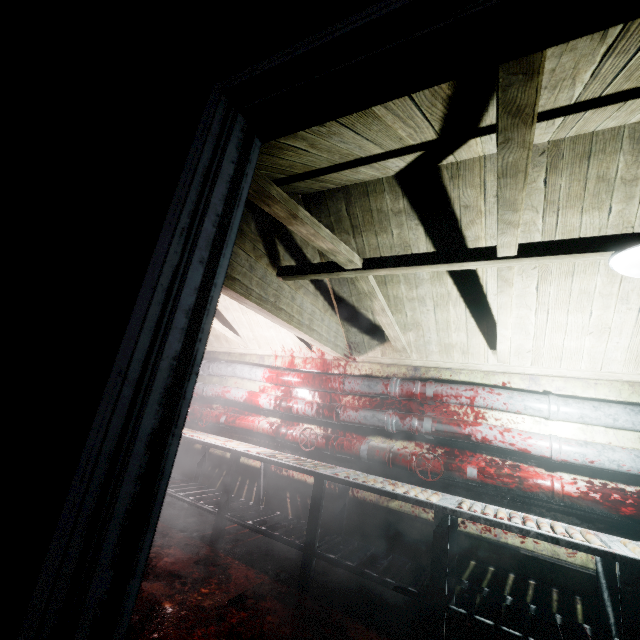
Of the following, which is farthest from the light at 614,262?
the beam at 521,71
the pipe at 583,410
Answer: the pipe at 583,410

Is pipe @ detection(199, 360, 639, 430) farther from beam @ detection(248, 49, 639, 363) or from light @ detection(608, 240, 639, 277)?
light @ detection(608, 240, 639, 277)

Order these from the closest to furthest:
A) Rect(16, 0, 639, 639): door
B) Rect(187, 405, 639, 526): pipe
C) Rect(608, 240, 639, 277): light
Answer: Rect(16, 0, 639, 639): door, Rect(608, 240, 639, 277): light, Rect(187, 405, 639, 526): pipe

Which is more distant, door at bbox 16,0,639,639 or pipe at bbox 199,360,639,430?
pipe at bbox 199,360,639,430

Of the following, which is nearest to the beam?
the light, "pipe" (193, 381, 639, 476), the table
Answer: the light

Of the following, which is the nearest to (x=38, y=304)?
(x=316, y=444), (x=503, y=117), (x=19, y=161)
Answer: (x=19, y=161)

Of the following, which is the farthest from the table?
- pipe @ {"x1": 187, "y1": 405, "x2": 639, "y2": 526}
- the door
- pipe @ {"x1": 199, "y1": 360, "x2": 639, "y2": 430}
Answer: the door

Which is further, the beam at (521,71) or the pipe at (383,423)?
the pipe at (383,423)
